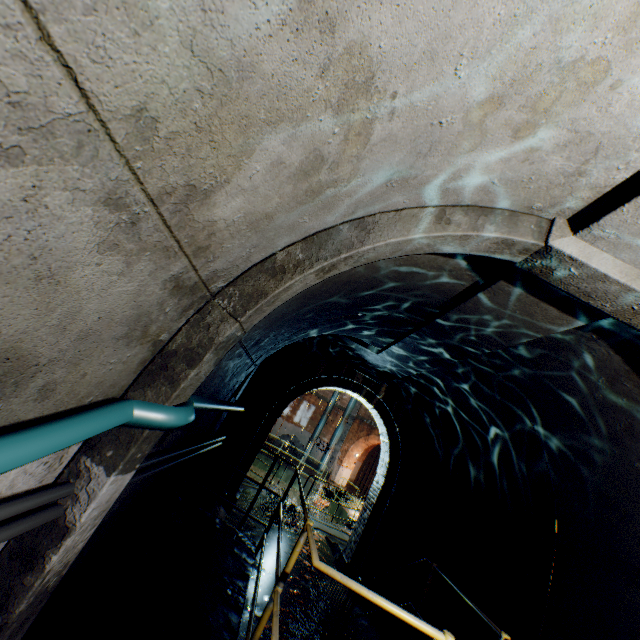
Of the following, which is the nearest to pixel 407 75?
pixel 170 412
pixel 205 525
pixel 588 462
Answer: pixel 170 412

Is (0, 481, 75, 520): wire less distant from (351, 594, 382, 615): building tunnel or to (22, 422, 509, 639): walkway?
(351, 594, 382, 615): building tunnel

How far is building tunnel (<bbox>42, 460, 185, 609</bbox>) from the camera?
2.3 meters

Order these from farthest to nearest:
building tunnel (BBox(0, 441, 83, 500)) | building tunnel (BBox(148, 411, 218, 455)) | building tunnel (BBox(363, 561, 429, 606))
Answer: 1. building tunnel (BBox(363, 561, 429, 606))
2. building tunnel (BBox(148, 411, 218, 455))
3. building tunnel (BBox(0, 441, 83, 500))

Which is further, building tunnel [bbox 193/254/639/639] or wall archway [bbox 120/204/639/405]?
building tunnel [bbox 193/254/639/639]

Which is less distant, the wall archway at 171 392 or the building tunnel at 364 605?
the wall archway at 171 392

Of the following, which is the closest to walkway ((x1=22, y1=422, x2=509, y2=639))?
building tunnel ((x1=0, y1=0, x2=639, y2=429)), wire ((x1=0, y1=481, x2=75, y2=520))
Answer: building tunnel ((x1=0, y1=0, x2=639, y2=429))

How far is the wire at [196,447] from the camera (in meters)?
2.19
